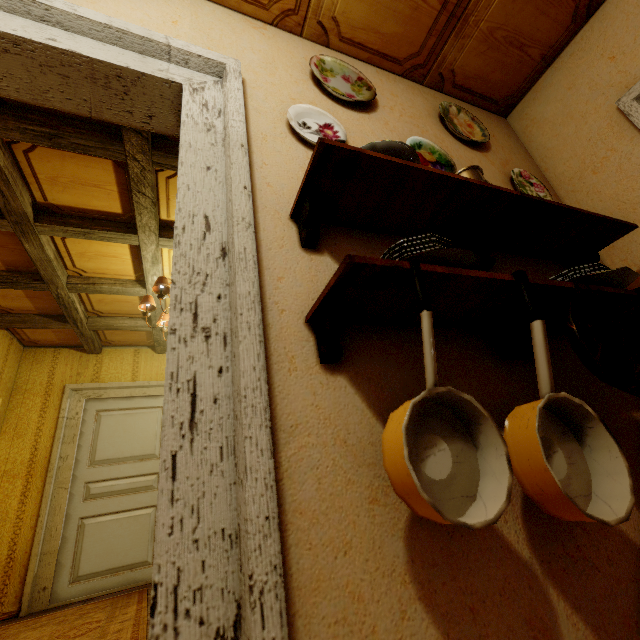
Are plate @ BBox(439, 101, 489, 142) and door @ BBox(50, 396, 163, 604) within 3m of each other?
no

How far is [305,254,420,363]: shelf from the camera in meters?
0.7 m

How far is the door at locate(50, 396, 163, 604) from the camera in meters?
3.5

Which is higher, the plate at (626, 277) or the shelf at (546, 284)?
the plate at (626, 277)

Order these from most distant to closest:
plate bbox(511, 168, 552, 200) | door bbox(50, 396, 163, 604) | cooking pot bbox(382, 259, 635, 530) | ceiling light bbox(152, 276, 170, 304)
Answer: door bbox(50, 396, 163, 604)
ceiling light bbox(152, 276, 170, 304)
plate bbox(511, 168, 552, 200)
cooking pot bbox(382, 259, 635, 530)

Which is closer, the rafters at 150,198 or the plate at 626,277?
the plate at 626,277

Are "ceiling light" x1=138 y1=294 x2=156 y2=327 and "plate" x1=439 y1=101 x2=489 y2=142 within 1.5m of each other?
no

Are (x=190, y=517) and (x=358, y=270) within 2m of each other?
yes
